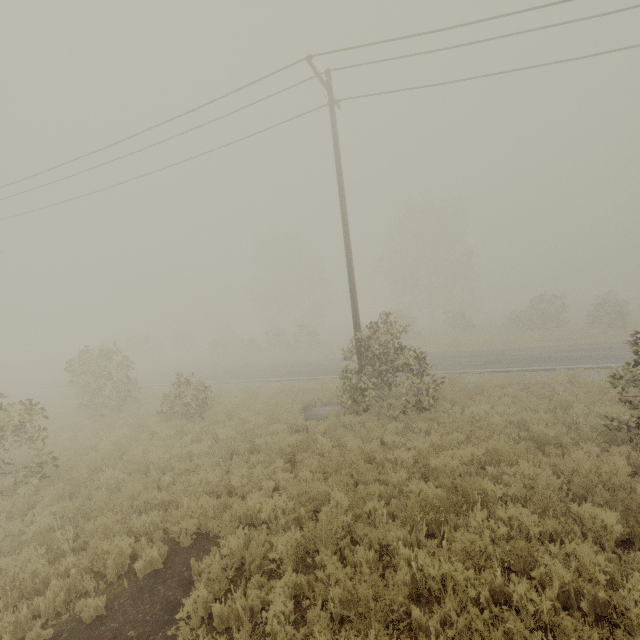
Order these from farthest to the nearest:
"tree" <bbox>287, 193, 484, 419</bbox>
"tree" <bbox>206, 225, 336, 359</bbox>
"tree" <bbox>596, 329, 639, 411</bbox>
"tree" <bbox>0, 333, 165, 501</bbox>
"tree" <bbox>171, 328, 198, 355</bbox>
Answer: "tree" <bbox>171, 328, 198, 355</bbox>, "tree" <bbox>206, 225, 336, 359</bbox>, "tree" <bbox>287, 193, 484, 419</bbox>, "tree" <bbox>0, 333, 165, 501</bbox>, "tree" <bbox>596, 329, 639, 411</bbox>

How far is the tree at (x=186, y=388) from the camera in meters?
12.7

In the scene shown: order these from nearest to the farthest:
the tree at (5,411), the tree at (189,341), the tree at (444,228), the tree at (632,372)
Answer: the tree at (632,372)
the tree at (5,411)
the tree at (444,228)
the tree at (189,341)

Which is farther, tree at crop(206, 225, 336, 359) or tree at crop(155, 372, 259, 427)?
tree at crop(206, 225, 336, 359)

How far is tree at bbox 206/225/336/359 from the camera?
34.22m

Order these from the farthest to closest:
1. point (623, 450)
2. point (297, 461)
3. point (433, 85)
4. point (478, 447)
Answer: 1. point (433, 85)
2. point (297, 461)
3. point (478, 447)
4. point (623, 450)

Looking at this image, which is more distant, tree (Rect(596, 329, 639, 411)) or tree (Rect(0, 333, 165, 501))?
tree (Rect(0, 333, 165, 501))
